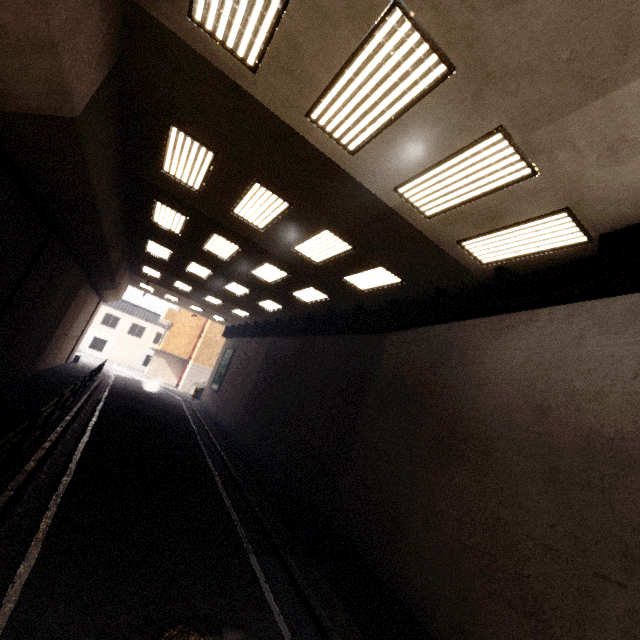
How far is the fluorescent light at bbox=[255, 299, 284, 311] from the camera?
16.1m

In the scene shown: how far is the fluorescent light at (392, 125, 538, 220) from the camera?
4.4 meters

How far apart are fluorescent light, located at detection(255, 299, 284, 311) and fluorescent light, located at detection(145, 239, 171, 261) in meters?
4.7

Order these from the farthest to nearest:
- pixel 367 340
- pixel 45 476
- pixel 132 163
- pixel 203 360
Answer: pixel 203 360 < pixel 367 340 < pixel 132 163 < pixel 45 476

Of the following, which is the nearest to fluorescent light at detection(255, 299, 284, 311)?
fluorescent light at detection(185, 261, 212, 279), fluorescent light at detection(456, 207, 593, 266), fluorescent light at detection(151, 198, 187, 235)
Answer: fluorescent light at detection(185, 261, 212, 279)

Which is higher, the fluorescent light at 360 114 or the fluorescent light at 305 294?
the fluorescent light at 305 294

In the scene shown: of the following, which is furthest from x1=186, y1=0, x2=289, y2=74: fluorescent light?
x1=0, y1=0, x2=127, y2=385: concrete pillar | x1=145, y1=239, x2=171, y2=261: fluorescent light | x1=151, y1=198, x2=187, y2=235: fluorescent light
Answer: x1=145, y1=239, x2=171, y2=261: fluorescent light

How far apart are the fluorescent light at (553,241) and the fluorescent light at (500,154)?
0.92m
